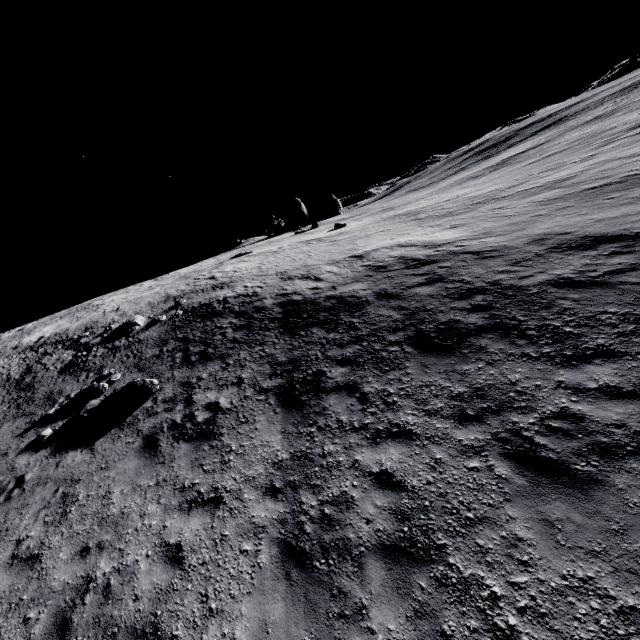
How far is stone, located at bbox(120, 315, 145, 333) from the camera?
18.11m

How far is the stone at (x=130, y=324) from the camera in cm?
1811

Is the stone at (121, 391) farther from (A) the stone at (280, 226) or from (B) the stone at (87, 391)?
(A) the stone at (280, 226)

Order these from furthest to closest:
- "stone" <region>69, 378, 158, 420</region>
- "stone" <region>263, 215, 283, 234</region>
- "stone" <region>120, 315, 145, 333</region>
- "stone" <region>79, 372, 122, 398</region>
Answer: "stone" <region>263, 215, 283, 234</region>
"stone" <region>120, 315, 145, 333</region>
"stone" <region>79, 372, 122, 398</region>
"stone" <region>69, 378, 158, 420</region>

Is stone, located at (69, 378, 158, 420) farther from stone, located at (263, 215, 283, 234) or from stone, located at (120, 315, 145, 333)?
stone, located at (263, 215, 283, 234)

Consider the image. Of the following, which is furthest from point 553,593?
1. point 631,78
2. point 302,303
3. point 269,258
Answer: point 631,78

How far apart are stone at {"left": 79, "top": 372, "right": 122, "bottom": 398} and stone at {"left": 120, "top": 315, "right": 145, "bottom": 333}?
5.2 meters

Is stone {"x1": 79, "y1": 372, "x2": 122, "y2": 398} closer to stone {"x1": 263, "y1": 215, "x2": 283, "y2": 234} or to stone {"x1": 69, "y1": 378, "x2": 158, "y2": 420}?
stone {"x1": 69, "y1": 378, "x2": 158, "y2": 420}
